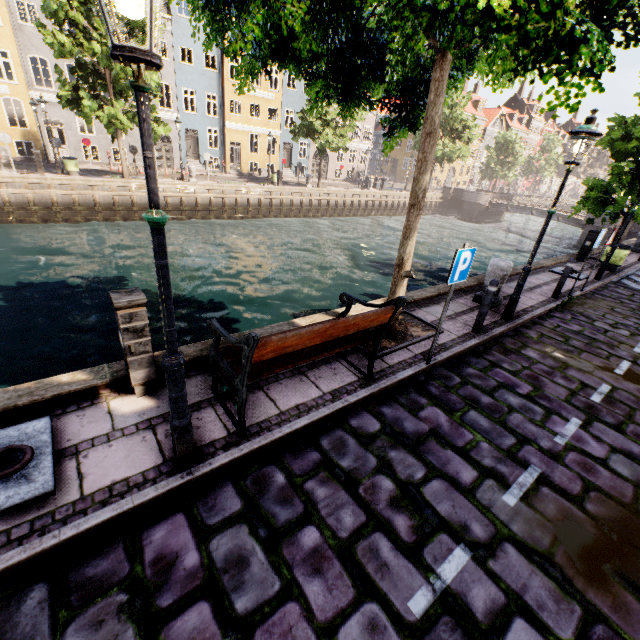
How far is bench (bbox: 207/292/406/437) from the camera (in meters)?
3.07

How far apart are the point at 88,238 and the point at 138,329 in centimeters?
1701cm

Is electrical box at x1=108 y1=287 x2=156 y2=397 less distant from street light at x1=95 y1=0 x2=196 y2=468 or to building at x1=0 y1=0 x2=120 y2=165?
street light at x1=95 y1=0 x2=196 y2=468

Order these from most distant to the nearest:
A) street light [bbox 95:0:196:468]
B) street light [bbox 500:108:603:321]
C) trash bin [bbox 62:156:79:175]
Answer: trash bin [bbox 62:156:79:175], street light [bbox 500:108:603:321], street light [bbox 95:0:196:468]

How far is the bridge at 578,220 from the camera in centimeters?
2852cm

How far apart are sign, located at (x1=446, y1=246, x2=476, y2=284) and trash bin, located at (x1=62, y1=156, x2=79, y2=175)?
23.4m

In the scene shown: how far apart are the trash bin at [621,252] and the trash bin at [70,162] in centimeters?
2718cm

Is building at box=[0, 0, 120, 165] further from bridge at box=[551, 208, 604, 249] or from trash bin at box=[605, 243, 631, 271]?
trash bin at box=[605, 243, 631, 271]
